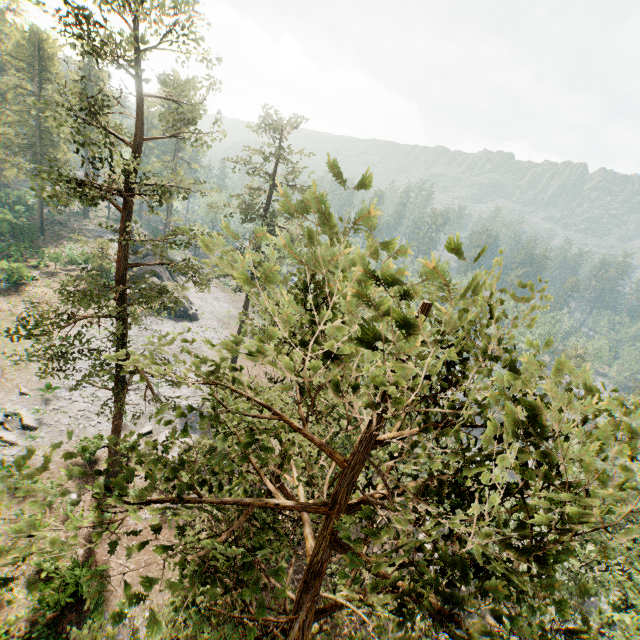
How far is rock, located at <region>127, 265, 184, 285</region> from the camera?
46.6 meters

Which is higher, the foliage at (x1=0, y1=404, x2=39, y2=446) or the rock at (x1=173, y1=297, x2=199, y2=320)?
the foliage at (x1=0, y1=404, x2=39, y2=446)

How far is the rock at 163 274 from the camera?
46.6m

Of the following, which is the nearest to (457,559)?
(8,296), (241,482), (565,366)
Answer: (565,366)

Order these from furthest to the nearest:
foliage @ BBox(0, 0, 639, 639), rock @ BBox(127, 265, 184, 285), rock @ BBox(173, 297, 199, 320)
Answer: rock @ BBox(173, 297, 199, 320) → rock @ BBox(127, 265, 184, 285) → foliage @ BBox(0, 0, 639, 639)

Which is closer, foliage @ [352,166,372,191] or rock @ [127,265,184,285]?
foliage @ [352,166,372,191]

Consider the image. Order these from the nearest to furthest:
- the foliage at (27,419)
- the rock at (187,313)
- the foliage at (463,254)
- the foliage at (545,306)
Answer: the foliage at (463,254) → the foliage at (545,306) → the foliage at (27,419) → the rock at (187,313)

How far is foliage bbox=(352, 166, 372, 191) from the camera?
1.4 meters
